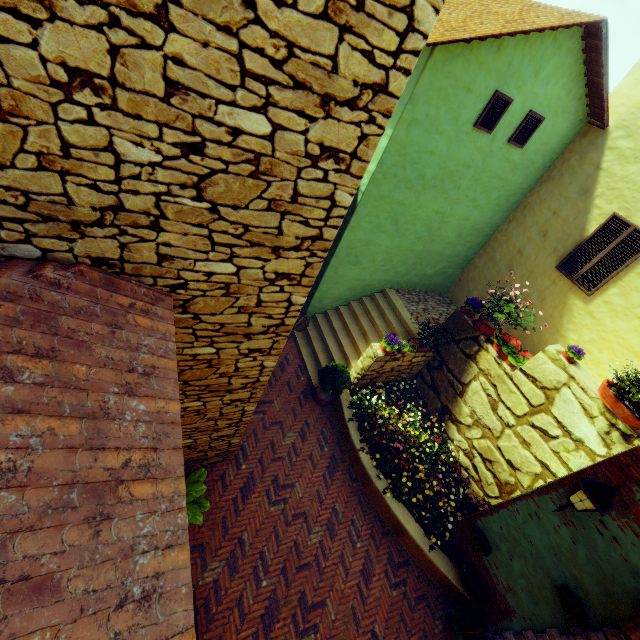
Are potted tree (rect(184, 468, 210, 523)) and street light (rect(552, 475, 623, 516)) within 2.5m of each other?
no

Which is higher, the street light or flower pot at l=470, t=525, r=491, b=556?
the street light

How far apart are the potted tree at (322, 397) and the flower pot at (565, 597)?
4.91m

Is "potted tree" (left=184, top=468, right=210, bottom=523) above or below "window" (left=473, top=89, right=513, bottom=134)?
below

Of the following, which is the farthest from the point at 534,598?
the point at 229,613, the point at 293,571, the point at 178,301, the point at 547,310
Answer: the point at 178,301

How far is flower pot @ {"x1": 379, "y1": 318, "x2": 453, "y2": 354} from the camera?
7.65m

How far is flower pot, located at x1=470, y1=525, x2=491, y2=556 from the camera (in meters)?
5.79

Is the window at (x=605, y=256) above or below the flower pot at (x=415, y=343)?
above
